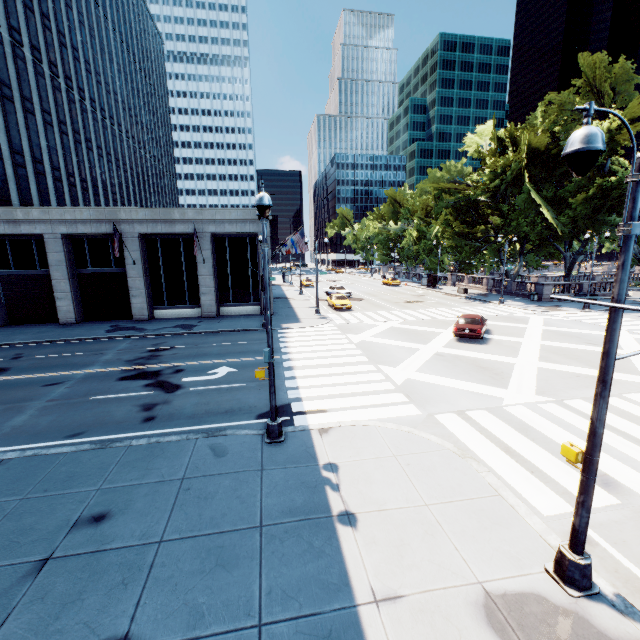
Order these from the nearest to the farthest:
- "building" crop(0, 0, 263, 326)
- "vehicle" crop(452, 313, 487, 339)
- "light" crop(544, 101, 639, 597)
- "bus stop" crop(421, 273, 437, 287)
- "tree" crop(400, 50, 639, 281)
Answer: "light" crop(544, 101, 639, 597), "vehicle" crop(452, 313, 487, 339), "building" crop(0, 0, 263, 326), "tree" crop(400, 50, 639, 281), "bus stop" crop(421, 273, 437, 287)

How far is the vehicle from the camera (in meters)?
20.61

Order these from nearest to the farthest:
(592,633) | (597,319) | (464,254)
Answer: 1. (592,633)
2. (597,319)
3. (464,254)

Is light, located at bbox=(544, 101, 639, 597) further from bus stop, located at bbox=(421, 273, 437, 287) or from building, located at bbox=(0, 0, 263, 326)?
bus stop, located at bbox=(421, 273, 437, 287)

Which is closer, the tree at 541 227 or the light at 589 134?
the light at 589 134

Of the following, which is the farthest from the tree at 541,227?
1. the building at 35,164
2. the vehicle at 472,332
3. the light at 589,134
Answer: the light at 589,134

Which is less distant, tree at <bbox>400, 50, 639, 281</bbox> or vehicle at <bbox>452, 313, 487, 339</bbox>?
vehicle at <bbox>452, 313, 487, 339</bbox>

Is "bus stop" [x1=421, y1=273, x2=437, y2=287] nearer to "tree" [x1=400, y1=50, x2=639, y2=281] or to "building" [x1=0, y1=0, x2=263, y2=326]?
"tree" [x1=400, y1=50, x2=639, y2=281]
